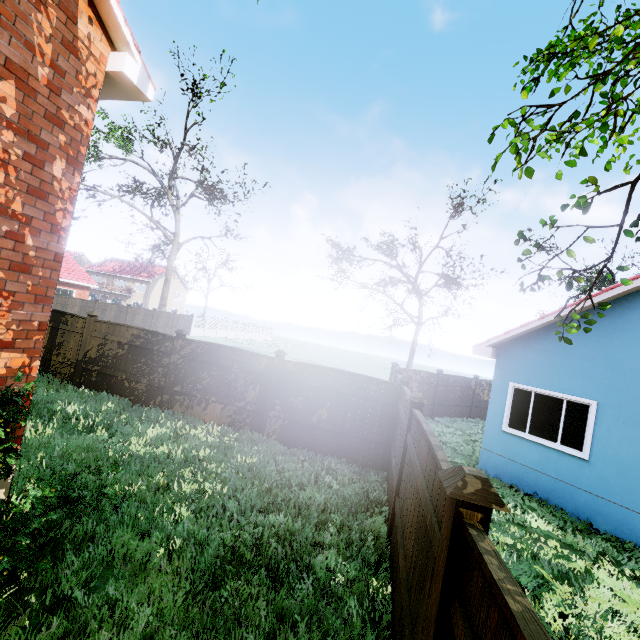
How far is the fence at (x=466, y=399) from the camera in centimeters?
1645cm

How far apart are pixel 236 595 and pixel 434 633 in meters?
2.7 m

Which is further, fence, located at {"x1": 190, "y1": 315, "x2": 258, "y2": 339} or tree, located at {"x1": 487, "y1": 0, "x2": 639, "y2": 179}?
fence, located at {"x1": 190, "y1": 315, "x2": 258, "y2": 339}

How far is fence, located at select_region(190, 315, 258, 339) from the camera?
39.8m

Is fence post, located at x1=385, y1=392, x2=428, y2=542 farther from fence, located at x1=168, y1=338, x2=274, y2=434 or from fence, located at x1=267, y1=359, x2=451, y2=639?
fence, located at x1=168, y1=338, x2=274, y2=434

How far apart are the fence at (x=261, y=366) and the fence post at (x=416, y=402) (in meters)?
4.35

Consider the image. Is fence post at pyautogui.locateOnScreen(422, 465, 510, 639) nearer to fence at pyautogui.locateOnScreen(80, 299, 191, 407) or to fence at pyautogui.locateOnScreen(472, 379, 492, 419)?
fence at pyautogui.locateOnScreen(80, 299, 191, 407)
